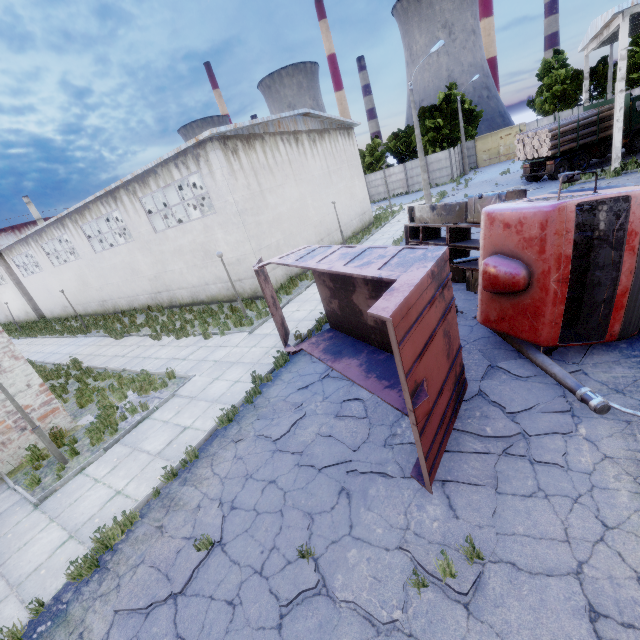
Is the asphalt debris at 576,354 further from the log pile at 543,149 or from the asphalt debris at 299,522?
the log pile at 543,149

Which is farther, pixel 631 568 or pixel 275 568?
pixel 275 568

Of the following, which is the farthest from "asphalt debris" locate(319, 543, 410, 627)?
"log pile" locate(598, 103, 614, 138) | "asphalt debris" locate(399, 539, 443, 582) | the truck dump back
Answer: "log pile" locate(598, 103, 614, 138)

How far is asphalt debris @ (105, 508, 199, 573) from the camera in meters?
5.6 m

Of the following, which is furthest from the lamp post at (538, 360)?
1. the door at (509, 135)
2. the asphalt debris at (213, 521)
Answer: the door at (509, 135)

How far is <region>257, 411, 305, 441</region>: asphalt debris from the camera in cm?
698

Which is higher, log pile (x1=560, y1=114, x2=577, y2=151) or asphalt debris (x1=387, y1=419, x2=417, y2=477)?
log pile (x1=560, y1=114, x2=577, y2=151)

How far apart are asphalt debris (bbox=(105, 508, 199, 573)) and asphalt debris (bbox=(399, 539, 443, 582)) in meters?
2.9
